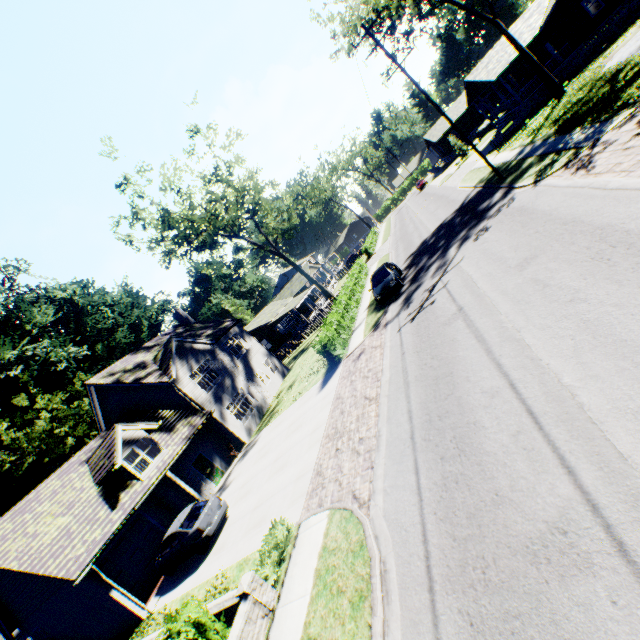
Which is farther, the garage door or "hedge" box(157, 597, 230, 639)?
the garage door

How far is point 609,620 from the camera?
3.3 meters

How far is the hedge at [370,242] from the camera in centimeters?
4728cm

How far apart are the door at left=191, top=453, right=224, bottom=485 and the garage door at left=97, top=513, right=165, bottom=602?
3.3m

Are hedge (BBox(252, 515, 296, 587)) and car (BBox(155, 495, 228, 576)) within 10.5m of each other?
yes

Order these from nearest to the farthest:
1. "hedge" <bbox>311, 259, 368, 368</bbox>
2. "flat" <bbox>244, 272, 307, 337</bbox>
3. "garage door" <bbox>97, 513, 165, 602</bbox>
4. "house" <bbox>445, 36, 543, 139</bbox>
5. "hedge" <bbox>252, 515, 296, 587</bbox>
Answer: "hedge" <bbox>252, 515, 296, 587</bbox> < "garage door" <bbox>97, 513, 165, 602</bbox> < "hedge" <bbox>311, 259, 368, 368</bbox> < "house" <bbox>445, 36, 543, 139</bbox> < "flat" <bbox>244, 272, 307, 337</bbox>

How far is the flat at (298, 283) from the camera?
44.6m

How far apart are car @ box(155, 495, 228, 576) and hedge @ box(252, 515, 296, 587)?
5.40m
